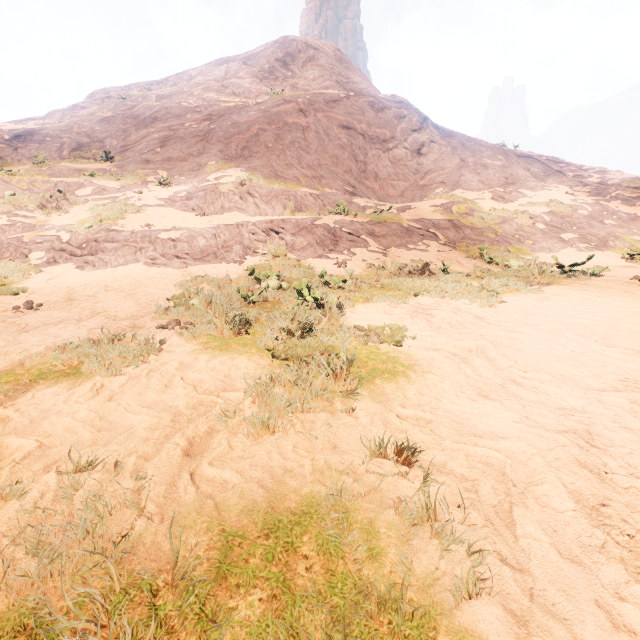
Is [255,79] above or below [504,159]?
above
